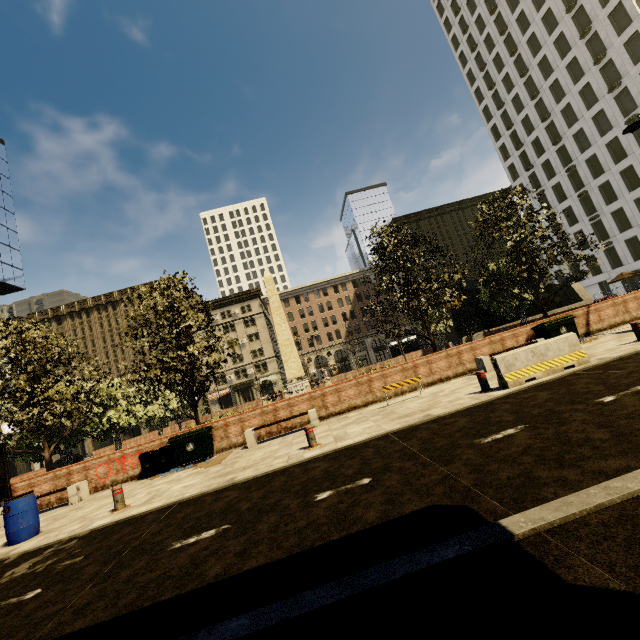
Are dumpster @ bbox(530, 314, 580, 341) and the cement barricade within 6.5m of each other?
yes

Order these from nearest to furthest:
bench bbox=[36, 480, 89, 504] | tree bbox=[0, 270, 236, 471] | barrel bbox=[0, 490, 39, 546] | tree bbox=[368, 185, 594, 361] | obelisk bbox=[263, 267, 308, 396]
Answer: barrel bbox=[0, 490, 39, 546]
bench bbox=[36, 480, 89, 504]
tree bbox=[0, 270, 236, 471]
tree bbox=[368, 185, 594, 361]
obelisk bbox=[263, 267, 308, 396]

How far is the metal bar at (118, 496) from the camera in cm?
786

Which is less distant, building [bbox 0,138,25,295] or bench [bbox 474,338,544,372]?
bench [bbox 474,338,544,372]

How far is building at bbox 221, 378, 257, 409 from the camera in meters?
59.2 m

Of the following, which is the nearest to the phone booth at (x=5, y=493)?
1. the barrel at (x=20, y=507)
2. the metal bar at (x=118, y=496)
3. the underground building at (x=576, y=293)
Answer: the barrel at (x=20, y=507)

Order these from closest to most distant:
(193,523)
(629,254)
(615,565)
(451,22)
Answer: (615,565), (193,523), (629,254), (451,22)

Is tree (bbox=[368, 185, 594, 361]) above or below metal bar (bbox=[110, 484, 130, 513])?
above
